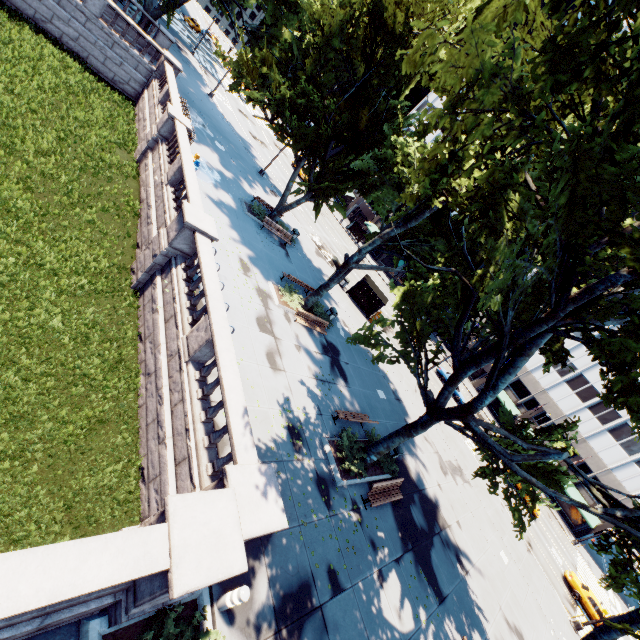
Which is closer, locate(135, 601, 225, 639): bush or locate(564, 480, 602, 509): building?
locate(135, 601, 225, 639): bush

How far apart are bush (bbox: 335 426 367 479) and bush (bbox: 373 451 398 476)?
0.7m

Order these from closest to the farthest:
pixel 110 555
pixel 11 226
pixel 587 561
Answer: pixel 110 555, pixel 11 226, pixel 587 561

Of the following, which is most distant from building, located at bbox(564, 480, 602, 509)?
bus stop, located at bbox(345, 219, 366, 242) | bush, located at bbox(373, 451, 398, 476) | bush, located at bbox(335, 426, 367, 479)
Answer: bush, located at bbox(335, 426, 367, 479)

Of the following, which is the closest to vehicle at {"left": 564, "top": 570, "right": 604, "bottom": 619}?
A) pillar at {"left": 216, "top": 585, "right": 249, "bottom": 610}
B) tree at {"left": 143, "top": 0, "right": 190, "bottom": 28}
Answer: tree at {"left": 143, "top": 0, "right": 190, "bottom": 28}

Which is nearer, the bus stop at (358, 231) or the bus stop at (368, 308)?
the bus stop at (368, 308)

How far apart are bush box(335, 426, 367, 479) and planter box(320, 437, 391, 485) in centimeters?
4cm

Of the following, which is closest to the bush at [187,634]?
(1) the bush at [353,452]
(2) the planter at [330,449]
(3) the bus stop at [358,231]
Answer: (2) the planter at [330,449]
